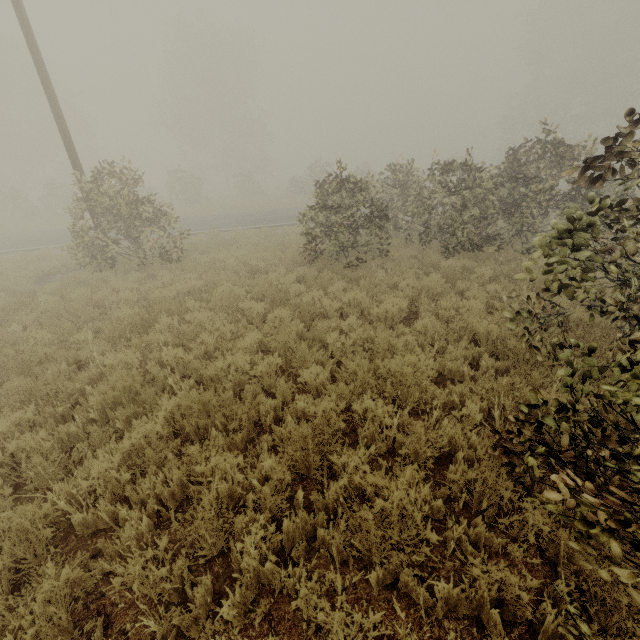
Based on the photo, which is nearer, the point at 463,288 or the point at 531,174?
the point at 463,288
